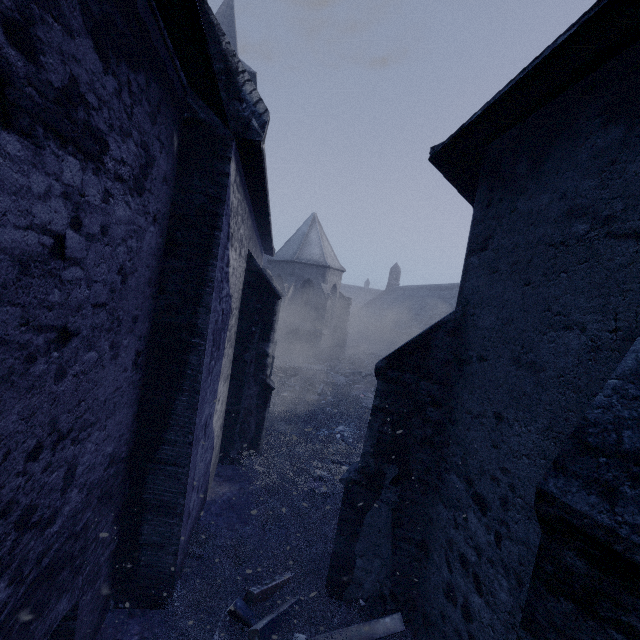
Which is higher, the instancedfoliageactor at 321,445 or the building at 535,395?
the building at 535,395

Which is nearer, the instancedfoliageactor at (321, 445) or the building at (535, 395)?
the building at (535, 395)

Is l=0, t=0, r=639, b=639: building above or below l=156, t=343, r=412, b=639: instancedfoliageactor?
above

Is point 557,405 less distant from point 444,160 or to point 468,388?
point 468,388

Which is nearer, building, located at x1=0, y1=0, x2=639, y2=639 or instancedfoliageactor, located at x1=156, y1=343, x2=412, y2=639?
building, located at x1=0, y1=0, x2=639, y2=639
